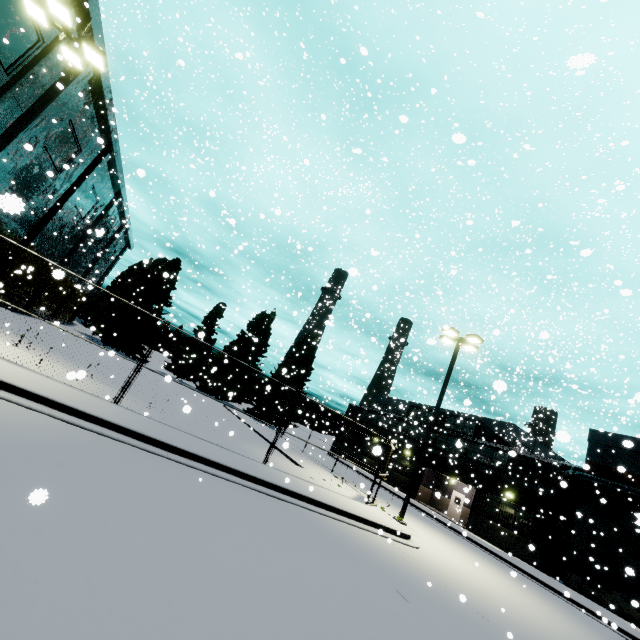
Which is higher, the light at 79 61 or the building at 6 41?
the building at 6 41

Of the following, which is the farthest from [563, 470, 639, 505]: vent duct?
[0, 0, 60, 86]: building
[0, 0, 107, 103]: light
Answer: [0, 0, 107, 103]: light

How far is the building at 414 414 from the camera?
35.4m

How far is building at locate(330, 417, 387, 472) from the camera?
40.19m

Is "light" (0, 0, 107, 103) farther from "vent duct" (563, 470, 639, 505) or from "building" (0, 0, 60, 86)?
"vent duct" (563, 470, 639, 505)

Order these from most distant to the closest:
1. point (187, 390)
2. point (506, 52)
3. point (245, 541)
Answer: point (506, 52) → point (187, 390) → point (245, 541)

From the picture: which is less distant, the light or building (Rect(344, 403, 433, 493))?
the light
